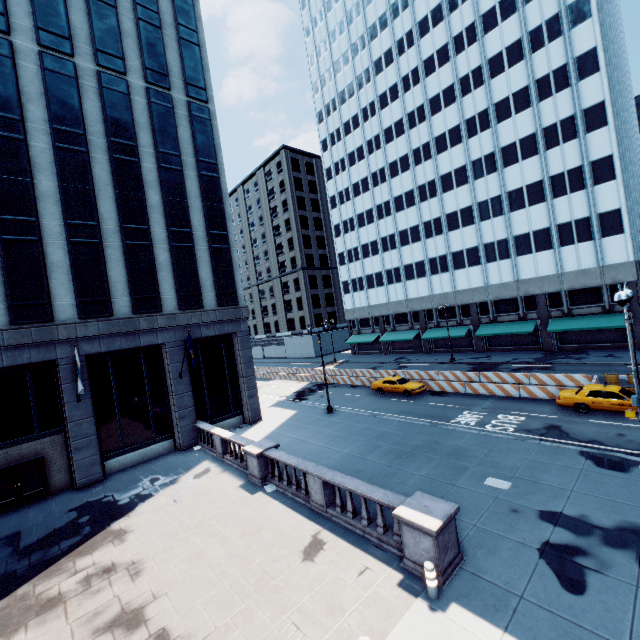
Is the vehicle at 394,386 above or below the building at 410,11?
below

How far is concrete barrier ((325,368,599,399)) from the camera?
23.4m

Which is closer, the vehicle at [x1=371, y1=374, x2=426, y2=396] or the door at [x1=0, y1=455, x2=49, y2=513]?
the door at [x1=0, y1=455, x2=49, y2=513]

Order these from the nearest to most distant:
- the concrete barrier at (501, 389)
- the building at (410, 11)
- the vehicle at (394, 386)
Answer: the concrete barrier at (501, 389) < the vehicle at (394, 386) < the building at (410, 11)

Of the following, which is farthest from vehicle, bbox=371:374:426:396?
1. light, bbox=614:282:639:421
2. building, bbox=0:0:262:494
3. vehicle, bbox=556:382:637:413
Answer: light, bbox=614:282:639:421

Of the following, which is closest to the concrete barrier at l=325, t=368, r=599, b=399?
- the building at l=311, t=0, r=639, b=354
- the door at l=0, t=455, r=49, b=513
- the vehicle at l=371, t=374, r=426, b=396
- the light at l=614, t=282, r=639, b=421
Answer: the vehicle at l=371, t=374, r=426, b=396

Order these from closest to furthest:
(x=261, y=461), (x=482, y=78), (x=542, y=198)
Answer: (x=261, y=461) → (x=542, y=198) → (x=482, y=78)

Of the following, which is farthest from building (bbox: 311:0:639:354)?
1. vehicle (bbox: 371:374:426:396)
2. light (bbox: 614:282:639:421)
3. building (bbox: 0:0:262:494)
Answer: building (bbox: 0:0:262:494)
